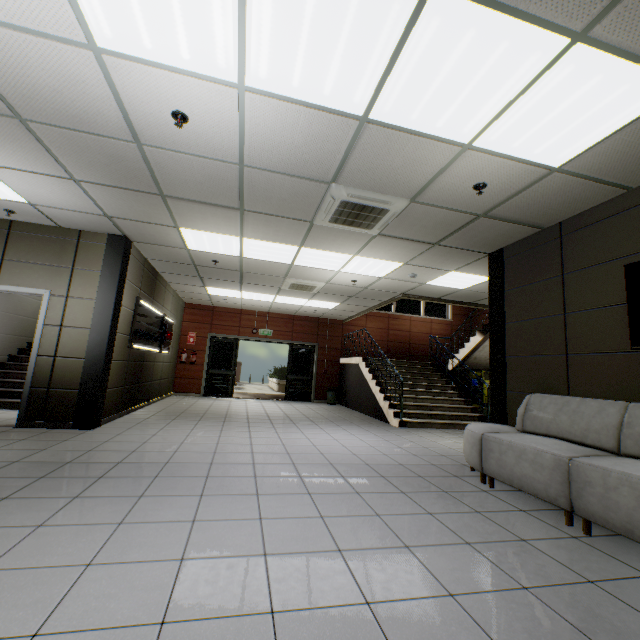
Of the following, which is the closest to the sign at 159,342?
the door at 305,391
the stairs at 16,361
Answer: → the stairs at 16,361

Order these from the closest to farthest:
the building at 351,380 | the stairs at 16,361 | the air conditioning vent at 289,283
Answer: the stairs at 16,361 → the air conditioning vent at 289,283 → the building at 351,380

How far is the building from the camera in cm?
924

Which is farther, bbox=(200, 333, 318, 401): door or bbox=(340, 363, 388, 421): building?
bbox=(200, 333, 318, 401): door

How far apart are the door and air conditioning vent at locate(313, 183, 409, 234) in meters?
8.0 m

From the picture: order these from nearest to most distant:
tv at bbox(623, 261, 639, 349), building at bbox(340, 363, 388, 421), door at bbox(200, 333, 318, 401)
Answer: tv at bbox(623, 261, 639, 349)
building at bbox(340, 363, 388, 421)
door at bbox(200, 333, 318, 401)

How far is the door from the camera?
11.7m

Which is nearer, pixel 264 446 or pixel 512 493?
pixel 512 493
